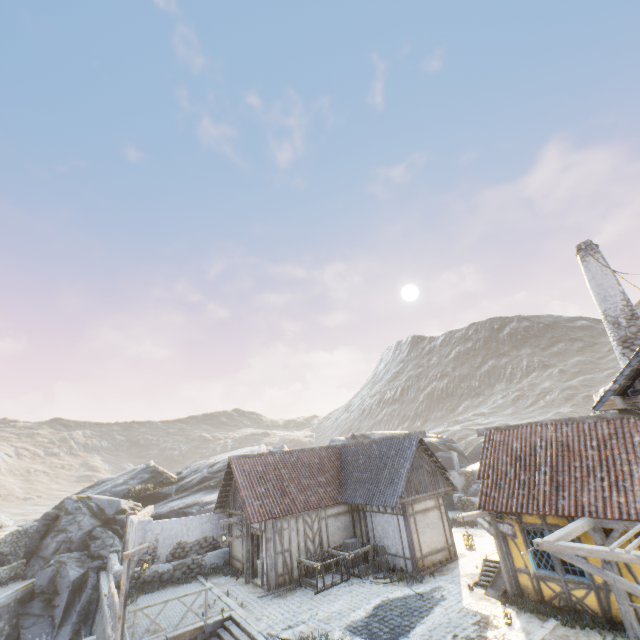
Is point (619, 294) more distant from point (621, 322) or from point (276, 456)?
point (276, 456)

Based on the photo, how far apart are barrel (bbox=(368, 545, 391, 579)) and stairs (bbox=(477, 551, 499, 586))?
3.70m

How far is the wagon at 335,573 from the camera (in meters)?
14.30

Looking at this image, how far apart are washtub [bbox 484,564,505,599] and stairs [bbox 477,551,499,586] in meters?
0.0 m

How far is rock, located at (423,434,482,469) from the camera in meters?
31.1

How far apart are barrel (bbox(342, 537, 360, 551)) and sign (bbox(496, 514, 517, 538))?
7.7m

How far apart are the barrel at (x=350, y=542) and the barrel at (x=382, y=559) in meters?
1.0

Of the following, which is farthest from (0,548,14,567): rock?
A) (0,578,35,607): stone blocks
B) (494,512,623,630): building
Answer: (494,512,623,630): building
